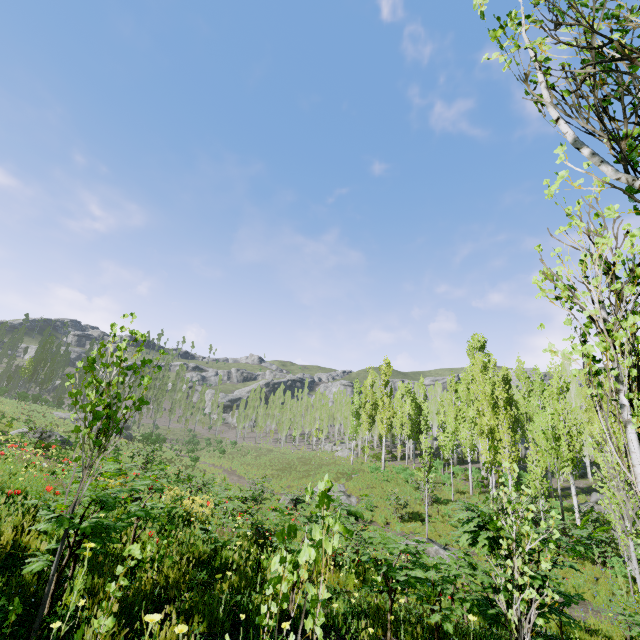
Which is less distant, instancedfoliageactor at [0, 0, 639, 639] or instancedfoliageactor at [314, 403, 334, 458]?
instancedfoliageactor at [0, 0, 639, 639]

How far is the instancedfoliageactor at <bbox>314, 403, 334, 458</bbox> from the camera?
46.0 meters

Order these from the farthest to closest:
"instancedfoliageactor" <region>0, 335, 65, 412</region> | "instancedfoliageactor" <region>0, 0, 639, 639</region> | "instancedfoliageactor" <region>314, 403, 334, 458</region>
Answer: "instancedfoliageactor" <region>314, 403, 334, 458</region> → "instancedfoliageactor" <region>0, 335, 65, 412</region> → "instancedfoliageactor" <region>0, 0, 639, 639</region>

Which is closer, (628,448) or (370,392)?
(628,448)

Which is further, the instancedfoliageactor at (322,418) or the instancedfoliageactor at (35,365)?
the instancedfoliageactor at (322,418)
